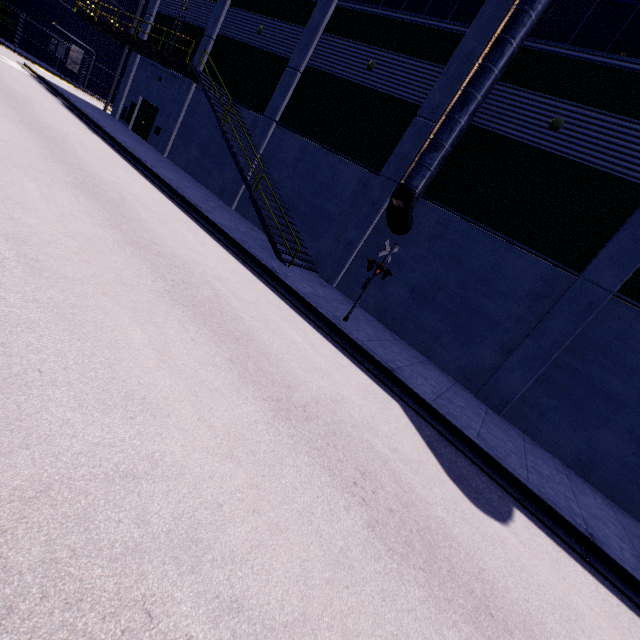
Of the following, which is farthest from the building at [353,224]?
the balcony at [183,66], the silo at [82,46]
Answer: the silo at [82,46]

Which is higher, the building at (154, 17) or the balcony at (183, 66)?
the building at (154, 17)

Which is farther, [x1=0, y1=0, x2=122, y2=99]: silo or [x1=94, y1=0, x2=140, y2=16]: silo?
[x1=94, y1=0, x2=140, y2=16]: silo

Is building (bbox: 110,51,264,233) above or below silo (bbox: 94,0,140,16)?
below

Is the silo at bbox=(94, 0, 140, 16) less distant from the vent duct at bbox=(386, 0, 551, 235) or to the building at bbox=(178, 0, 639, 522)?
the building at bbox=(178, 0, 639, 522)

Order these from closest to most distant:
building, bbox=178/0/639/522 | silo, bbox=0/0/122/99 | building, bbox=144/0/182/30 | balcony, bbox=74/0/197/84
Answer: building, bbox=178/0/639/522 < balcony, bbox=74/0/197/84 < building, bbox=144/0/182/30 < silo, bbox=0/0/122/99

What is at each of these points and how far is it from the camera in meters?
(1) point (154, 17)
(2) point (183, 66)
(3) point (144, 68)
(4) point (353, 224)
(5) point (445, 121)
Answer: (1) building, 22.8 m
(2) balcony, 15.9 m
(3) building, 23.2 m
(4) building, 13.8 m
(5) vent duct, 10.7 m

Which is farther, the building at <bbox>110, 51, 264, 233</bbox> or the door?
the door
